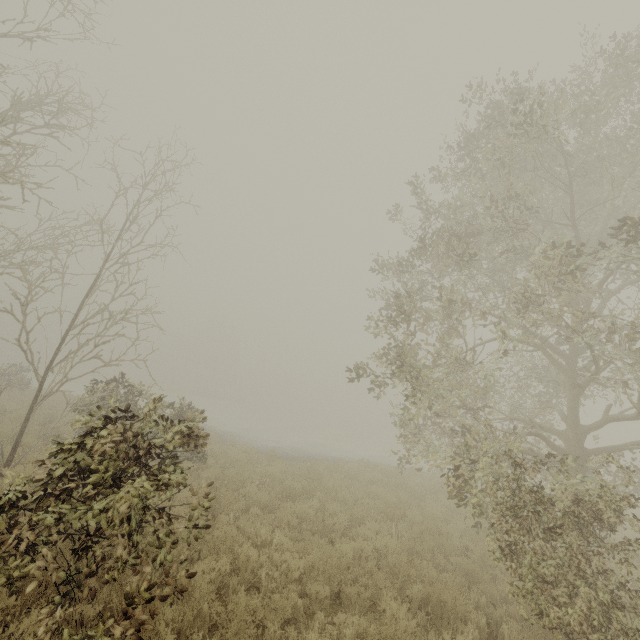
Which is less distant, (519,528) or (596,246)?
(519,528)
